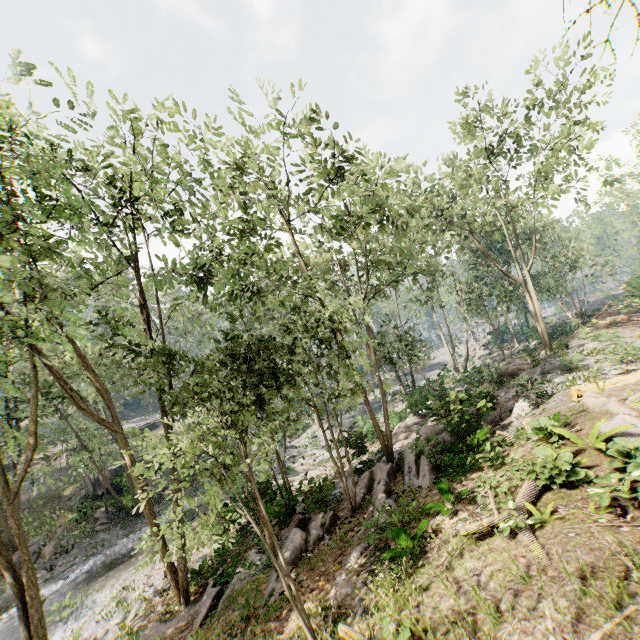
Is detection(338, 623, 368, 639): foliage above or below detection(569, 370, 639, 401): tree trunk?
below

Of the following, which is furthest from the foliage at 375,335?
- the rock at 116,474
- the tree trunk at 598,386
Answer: the tree trunk at 598,386

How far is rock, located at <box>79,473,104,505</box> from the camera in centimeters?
2898cm

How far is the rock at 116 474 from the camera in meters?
26.2

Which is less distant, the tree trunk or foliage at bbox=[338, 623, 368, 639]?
foliage at bbox=[338, 623, 368, 639]

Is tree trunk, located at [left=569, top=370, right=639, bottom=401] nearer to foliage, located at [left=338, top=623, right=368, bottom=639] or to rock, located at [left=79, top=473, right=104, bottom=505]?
foliage, located at [left=338, top=623, right=368, bottom=639]

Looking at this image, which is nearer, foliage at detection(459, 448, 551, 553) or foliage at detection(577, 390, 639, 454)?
foliage at detection(459, 448, 551, 553)

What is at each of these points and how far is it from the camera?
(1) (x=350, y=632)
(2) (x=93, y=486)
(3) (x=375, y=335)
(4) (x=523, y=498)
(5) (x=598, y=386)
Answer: (1) foliage, 6.5 meters
(2) rock, 29.5 meters
(3) foliage, 25.5 meters
(4) foliage, 7.9 meters
(5) tree trunk, 11.3 meters
